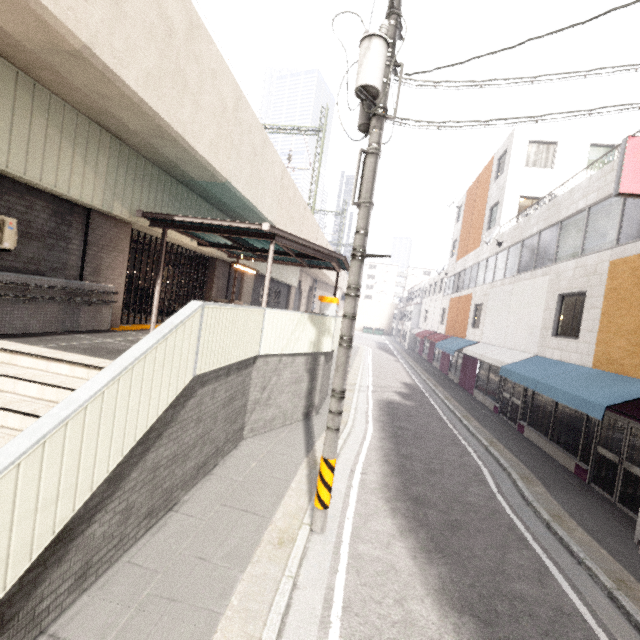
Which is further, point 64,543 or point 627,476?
point 627,476

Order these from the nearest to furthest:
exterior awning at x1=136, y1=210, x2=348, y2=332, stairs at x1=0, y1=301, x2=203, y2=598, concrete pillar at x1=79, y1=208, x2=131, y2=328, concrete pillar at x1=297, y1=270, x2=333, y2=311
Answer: stairs at x1=0, y1=301, x2=203, y2=598 → concrete pillar at x1=79, y1=208, x2=131, y2=328 → exterior awning at x1=136, y1=210, x2=348, y2=332 → concrete pillar at x1=297, y1=270, x2=333, y2=311

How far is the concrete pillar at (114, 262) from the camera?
7.87m

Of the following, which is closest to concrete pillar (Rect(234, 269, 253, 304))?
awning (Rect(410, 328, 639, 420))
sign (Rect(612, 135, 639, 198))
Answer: awning (Rect(410, 328, 639, 420))

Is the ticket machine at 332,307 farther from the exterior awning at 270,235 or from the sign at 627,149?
the sign at 627,149

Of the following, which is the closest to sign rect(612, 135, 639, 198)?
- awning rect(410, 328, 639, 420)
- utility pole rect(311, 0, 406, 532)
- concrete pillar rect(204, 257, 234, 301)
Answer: awning rect(410, 328, 639, 420)

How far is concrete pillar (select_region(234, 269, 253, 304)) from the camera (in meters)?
16.72

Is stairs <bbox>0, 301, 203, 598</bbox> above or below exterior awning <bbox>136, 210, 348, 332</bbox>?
below
